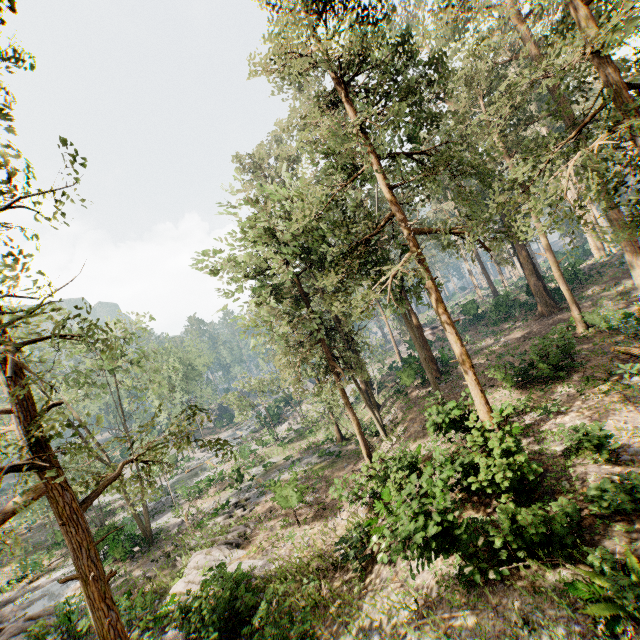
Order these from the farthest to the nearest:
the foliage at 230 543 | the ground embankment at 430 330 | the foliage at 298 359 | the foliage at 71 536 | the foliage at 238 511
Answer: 1. the ground embankment at 430 330
2. the foliage at 238 511
3. the foliage at 230 543
4. the foliage at 298 359
5. the foliage at 71 536

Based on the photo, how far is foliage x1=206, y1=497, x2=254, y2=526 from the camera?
22.5m

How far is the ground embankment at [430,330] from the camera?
47.0m

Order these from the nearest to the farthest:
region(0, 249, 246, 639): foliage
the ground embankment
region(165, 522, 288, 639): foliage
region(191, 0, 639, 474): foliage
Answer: region(0, 249, 246, 639): foliage, region(191, 0, 639, 474): foliage, region(165, 522, 288, 639): foliage, the ground embankment

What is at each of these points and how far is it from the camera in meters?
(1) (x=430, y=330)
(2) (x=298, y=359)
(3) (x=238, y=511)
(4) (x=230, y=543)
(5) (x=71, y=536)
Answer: (1) ground embankment, 48.6
(2) foliage, 25.9
(3) foliage, 23.2
(4) foliage, 19.2
(5) foliage, 5.2

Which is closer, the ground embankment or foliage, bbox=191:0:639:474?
foliage, bbox=191:0:639:474

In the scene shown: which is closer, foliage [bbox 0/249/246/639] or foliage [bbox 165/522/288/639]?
foliage [bbox 0/249/246/639]

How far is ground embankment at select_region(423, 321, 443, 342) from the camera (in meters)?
47.00
